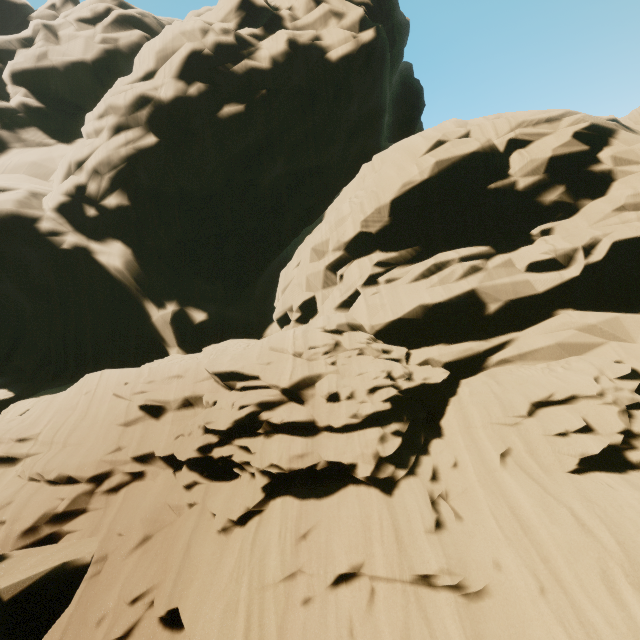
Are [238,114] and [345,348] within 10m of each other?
no
